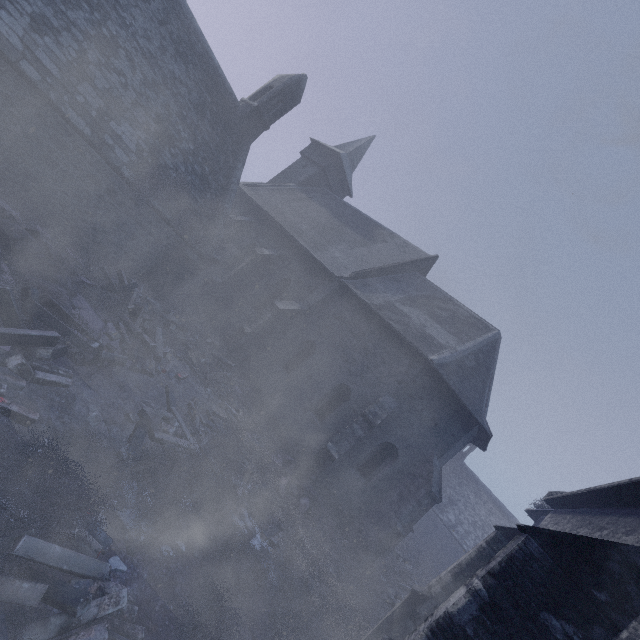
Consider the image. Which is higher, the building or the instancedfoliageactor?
the building

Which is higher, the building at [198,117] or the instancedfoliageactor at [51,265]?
the building at [198,117]

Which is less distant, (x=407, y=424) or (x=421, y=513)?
(x=407, y=424)
